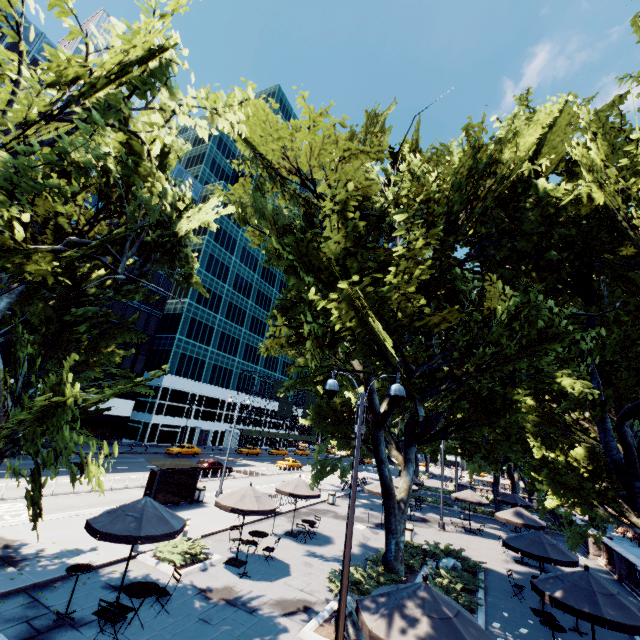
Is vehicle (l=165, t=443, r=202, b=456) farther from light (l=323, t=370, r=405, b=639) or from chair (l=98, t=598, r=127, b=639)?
light (l=323, t=370, r=405, b=639)

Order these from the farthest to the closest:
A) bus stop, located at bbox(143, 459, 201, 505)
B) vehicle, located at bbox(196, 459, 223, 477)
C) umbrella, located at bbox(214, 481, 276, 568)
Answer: vehicle, located at bbox(196, 459, 223, 477) < bus stop, located at bbox(143, 459, 201, 505) < umbrella, located at bbox(214, 481, 276, 568)

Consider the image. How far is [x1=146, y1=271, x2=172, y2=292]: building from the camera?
50.19m

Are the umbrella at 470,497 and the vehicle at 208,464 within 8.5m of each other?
no

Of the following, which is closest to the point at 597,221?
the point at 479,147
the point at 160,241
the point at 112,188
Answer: the point at 479,147

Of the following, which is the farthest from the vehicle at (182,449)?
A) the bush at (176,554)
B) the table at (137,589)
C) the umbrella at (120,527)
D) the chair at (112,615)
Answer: the chair at (112,615)

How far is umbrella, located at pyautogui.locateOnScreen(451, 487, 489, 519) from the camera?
24.78m

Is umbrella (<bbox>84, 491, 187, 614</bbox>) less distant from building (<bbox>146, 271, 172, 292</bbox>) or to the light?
the light
